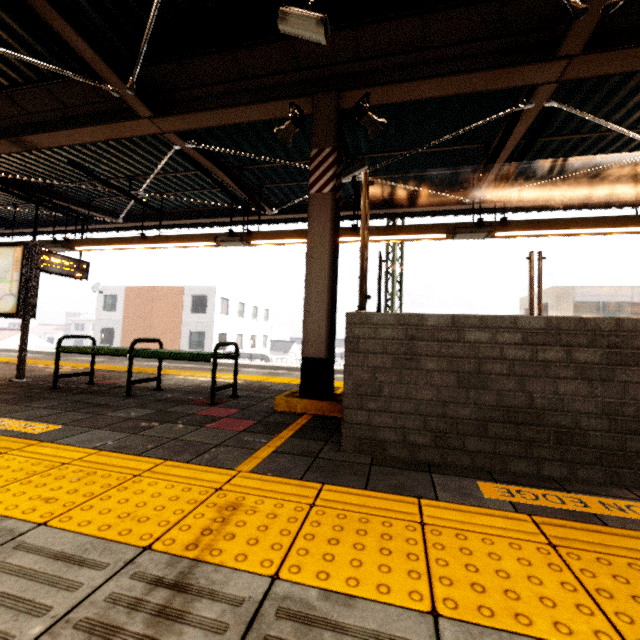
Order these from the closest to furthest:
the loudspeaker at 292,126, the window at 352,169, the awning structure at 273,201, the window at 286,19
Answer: the window at 286,19, the awning structure at 273,201, the loudspeaker at 292,126, the window at 352,169

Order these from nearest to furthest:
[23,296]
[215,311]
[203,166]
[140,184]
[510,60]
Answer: [510,60]
[23,296]
[203,166]
[140,184]
[215,311]

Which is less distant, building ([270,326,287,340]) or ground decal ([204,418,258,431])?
ground decal ([204,418,258,431])

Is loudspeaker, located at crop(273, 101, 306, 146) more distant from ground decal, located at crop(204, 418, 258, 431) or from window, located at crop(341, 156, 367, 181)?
ground decal, located at crop(204, 418, 258, 431)

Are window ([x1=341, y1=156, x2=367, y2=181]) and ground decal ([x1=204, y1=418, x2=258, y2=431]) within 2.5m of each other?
no

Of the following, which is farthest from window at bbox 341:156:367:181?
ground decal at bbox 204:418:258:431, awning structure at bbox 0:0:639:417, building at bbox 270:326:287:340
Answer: building at bbox 270:326:287:340

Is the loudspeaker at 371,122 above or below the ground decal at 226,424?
above

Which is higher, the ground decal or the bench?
the bench
